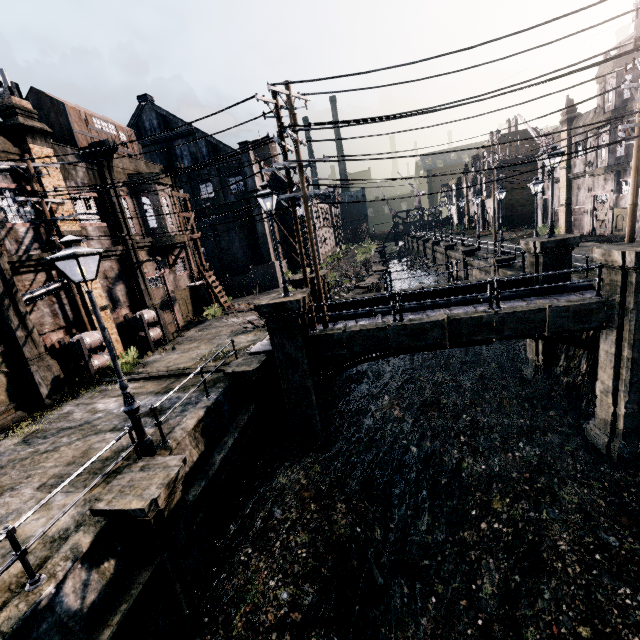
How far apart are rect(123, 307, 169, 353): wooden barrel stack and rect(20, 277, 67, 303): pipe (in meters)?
3.68

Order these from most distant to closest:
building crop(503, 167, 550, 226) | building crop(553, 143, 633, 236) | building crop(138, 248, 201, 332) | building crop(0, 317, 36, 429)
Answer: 1. building crop(503, 167, 550, 226)
2. building crop(553, 143, 633, 236)
3. building crop(138, 248, 201, 332)
4. building crop(0, 317, 36, 429)

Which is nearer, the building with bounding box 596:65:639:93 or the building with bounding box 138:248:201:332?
the building with bounding box 138:248:201:332

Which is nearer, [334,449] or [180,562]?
[180,562]

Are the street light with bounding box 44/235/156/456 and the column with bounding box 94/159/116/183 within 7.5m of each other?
no

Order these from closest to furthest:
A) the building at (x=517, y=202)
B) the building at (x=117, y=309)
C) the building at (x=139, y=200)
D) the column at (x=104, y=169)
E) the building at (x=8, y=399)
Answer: the building at (x=8, y=399) → the building at (x=117, y=309) → the column at (x=104, y=169) → the building at (x=139, y=200) → the building at (x=517, y=202)

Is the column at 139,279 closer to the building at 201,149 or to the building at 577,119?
the building at 201,149

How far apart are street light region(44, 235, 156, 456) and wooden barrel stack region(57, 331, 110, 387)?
8.7 meters
